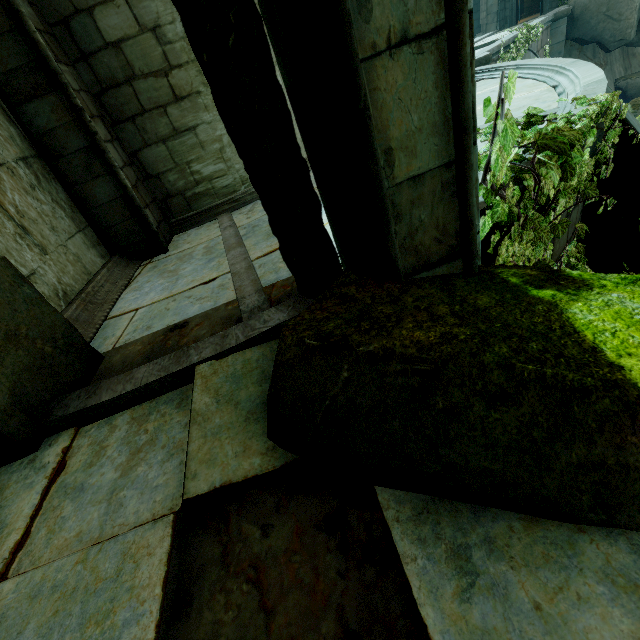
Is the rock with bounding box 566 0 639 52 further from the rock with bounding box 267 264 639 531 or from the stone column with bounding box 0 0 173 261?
the stone column with bounding box 0 0 173 261

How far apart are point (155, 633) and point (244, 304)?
2.0 meters

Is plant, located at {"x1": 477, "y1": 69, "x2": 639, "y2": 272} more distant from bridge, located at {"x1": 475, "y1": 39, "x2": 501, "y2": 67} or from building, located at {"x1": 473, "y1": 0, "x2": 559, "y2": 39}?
building, located at {"x1": 473, "y1": 0, "x2": 559, "y2": 39}

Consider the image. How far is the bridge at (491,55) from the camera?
10.4m

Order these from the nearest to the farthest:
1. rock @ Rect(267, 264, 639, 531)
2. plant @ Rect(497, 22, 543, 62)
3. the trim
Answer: rock @ Rect(267, 264, 639, 531)
the trim
plant @ Rect(497, 22, 543, 62)

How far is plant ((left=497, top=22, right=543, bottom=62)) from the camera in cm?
1209

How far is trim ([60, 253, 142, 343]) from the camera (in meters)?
3.28
